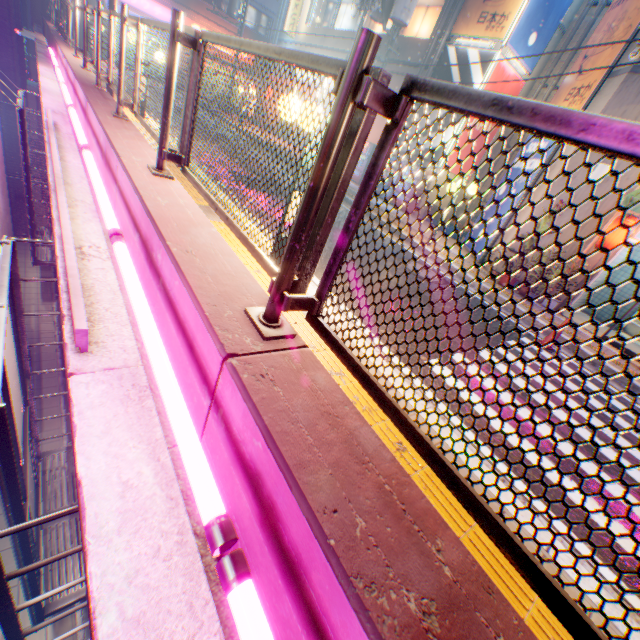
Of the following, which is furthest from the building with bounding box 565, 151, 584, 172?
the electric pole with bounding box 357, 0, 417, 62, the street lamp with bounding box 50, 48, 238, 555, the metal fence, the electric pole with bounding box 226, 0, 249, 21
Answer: the electric pole with bounding box 226, 0, 249, 21

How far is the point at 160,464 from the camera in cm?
172

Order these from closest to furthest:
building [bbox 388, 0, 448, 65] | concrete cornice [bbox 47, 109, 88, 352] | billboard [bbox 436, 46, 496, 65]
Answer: concrete cornice [bbox 47, 109, 88, 352] → billboard [bbox 436, 46, 496, 65] → building [bbox 388, 0, 448, 65]

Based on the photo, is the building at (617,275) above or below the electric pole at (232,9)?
below

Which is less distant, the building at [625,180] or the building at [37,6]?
the building at [625,180]

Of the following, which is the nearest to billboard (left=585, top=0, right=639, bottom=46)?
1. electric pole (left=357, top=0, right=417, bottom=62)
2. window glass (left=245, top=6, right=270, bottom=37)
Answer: electric pole (left=357, top=0, right=417, bottom=62)

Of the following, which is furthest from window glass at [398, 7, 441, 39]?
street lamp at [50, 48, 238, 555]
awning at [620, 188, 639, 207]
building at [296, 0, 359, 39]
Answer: street lamp at [50, 48, 238, 555]

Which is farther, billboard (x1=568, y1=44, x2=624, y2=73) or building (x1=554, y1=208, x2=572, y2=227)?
building (x1=554, y1=208, x2=572, y2=227)
